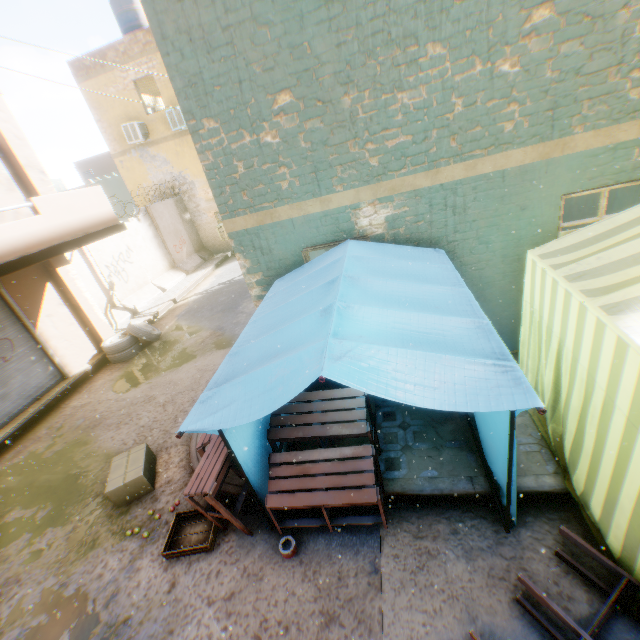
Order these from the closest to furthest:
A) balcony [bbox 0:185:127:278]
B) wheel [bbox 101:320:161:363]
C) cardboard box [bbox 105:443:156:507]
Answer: cardboard box [bbox 105:443:156:507]
balcony [bbox 0:185:127:278]
wheel [bbox 101:320:161:363]

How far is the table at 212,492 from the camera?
3.46m

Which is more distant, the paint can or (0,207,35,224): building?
(0,207,35,224): building

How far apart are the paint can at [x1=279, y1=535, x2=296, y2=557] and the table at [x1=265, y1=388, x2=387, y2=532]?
0.1m

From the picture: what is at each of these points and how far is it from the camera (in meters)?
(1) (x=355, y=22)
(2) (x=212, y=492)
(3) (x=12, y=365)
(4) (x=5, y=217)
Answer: (1) building, 3.74
(2) table, 3.40
(3) rolling overhead door, 7.67
(4) building, 7.12

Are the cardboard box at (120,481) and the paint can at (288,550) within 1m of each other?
no

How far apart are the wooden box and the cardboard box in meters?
0.9 m

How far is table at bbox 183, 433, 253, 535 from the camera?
3.46m
